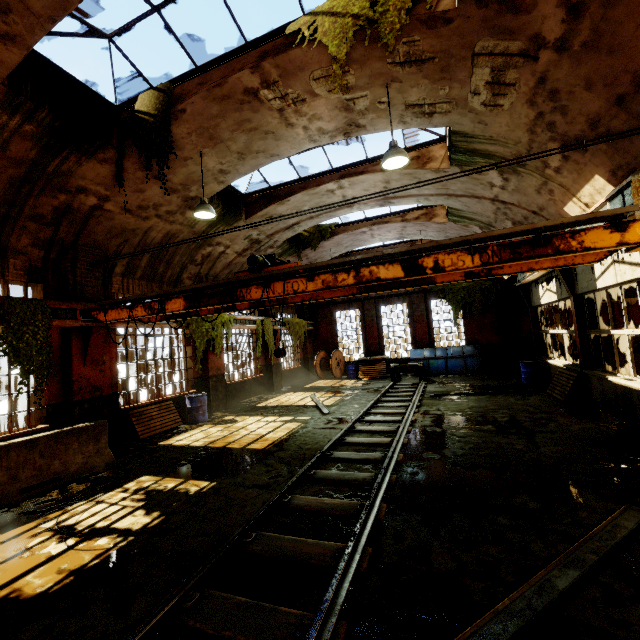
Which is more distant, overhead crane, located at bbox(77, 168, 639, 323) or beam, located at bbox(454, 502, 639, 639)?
overhead crane, located at bbox(77, 168, 639, 323)

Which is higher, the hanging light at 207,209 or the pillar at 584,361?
the hanging light at 207,209

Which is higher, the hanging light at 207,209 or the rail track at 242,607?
the hanging light at 207,209

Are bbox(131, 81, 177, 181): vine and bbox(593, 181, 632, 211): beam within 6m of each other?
no

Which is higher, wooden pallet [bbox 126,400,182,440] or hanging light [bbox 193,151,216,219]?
hanging light [bbox 193,151,216,219]

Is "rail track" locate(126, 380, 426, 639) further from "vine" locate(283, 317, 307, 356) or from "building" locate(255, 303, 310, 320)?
"vine" locate(283, 317, 307, 356)

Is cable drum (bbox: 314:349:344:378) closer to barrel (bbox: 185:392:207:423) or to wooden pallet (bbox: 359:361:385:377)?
wooden pallet (bbox: 359:361:385:377)

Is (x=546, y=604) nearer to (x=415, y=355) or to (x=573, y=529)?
(x=573, y=529)
